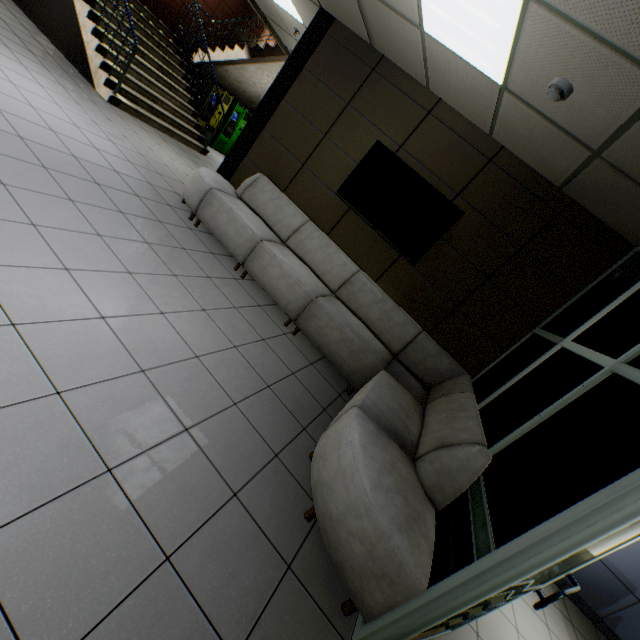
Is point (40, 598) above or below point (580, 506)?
below

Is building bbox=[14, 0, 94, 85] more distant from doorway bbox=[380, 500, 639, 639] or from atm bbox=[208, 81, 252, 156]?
doorway bbox=[380, 500, 639, 639]

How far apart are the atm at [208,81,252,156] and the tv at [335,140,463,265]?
7.5m

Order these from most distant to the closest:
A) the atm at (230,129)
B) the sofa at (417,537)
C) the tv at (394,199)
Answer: the atm at (230,129) → the tv at (394,199) → the sofa at (417,537)

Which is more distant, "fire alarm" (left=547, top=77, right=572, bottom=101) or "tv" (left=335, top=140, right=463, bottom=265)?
"tv" (left=335, top=140, right=463, bottom=265)

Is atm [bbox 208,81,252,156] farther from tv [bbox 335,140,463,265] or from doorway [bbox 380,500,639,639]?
doorway [bbox 380,500,639,639]

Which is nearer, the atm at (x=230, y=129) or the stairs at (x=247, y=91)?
the stairs at (x=247, y=91)

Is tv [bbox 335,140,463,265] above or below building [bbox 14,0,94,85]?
above
